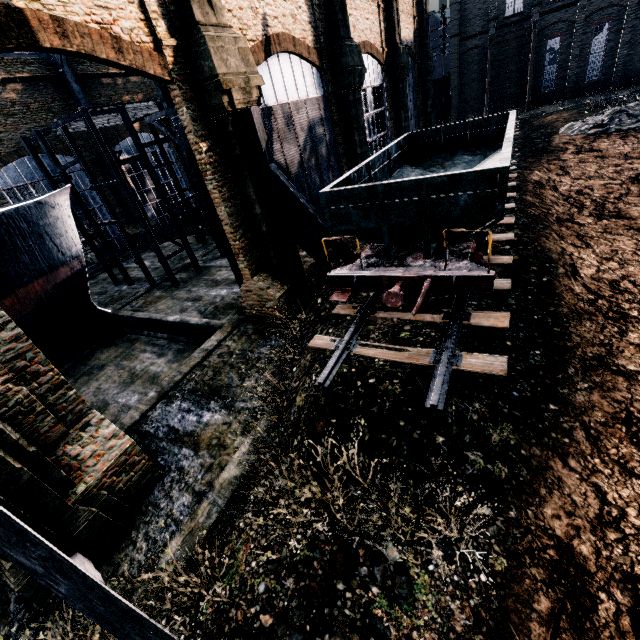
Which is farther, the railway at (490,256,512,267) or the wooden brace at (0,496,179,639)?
the railway at (490,256,512,267)

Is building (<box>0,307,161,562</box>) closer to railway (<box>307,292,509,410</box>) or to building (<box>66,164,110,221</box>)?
building (<box>66,164,110,221</box>)

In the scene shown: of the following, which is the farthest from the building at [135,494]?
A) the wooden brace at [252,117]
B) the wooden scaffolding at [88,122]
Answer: the wooden scaffolding at [88,122]

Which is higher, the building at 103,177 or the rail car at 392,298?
the building at 103,177

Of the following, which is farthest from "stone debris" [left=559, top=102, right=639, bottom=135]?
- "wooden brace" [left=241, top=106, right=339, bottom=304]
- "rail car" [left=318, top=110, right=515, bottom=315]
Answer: "wooden brace" [left=241, top=106, right=339, bottom=304]

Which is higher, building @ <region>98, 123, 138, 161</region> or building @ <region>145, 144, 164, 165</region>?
building @ <region>98, 123, 138, 161</region>

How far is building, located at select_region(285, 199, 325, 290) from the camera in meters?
17.3

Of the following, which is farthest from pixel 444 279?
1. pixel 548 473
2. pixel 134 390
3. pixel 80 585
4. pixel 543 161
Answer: pixel 543 161
